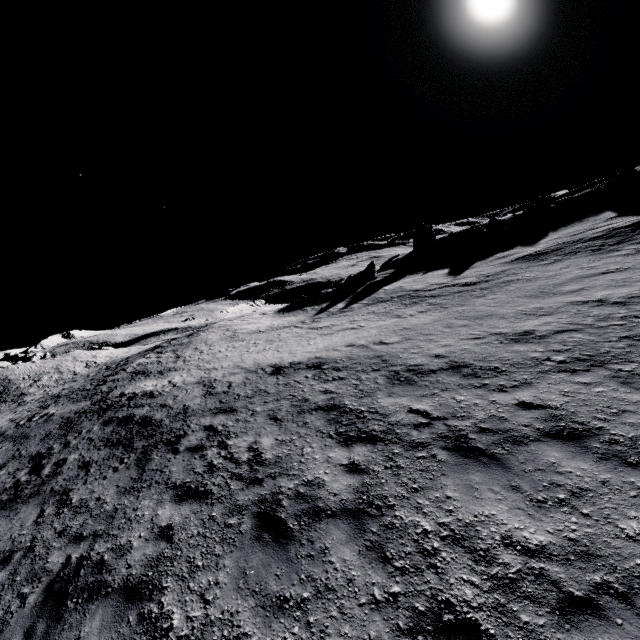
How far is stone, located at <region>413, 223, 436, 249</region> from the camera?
46.7 meters

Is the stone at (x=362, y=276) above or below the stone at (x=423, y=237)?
below

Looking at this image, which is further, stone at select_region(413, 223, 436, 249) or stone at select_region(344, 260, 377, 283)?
stone at select_region(413, 223, 436, 249)

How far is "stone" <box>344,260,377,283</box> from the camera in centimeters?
3816cm

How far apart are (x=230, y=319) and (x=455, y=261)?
26.60m

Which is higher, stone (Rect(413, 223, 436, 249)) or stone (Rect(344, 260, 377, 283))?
stone (Rect(413, 223, 436, 249))

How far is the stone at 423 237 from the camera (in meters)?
46.72
